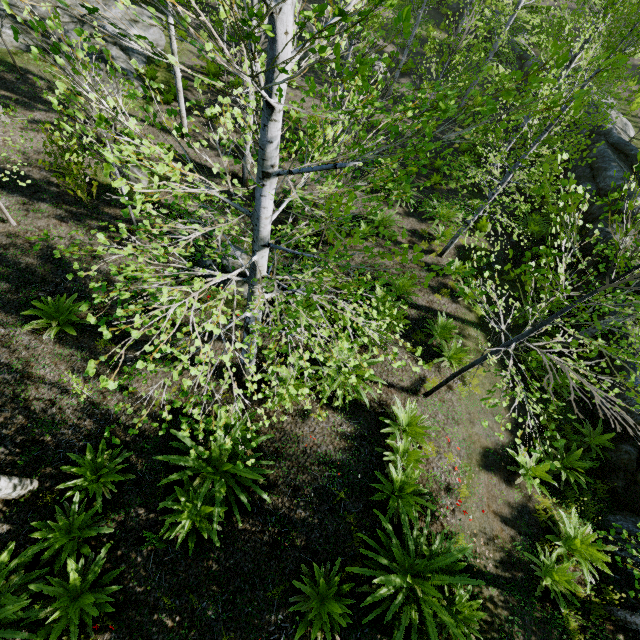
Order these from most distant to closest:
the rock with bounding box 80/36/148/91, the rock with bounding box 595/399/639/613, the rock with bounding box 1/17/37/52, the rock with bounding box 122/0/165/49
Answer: the rock with bounding box 122/0/165/49 → the rock with bounding box 80/36/148/91 → the rock with bounding box 1/17/37/52 → the rock with bounding box 595/399/639/613

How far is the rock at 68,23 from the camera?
12.6m

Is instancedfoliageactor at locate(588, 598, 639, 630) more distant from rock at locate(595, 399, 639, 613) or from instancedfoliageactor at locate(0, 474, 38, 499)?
instancedfoliageactor at locate(0, 474, 38, 499)

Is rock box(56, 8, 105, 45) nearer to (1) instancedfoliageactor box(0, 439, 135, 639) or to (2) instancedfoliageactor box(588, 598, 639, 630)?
(1) instancedfoliageactor box(0, 439, 135, 639)

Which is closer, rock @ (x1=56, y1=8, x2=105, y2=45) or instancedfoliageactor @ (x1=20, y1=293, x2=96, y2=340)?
instancedfoliageactor @ (x1=20, y1=293, x2=96, y2=340)

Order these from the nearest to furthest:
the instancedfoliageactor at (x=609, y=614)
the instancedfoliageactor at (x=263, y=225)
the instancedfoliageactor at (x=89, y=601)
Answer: the instancedfoliageactor at (x=263, y=225)
the instancedfoliageactor at (x=89, y=601)
the instancedfoliageactor at (x=609, y=614)

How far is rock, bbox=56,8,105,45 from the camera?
12.6 meters

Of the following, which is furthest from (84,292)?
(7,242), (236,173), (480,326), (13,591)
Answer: (480,326)
